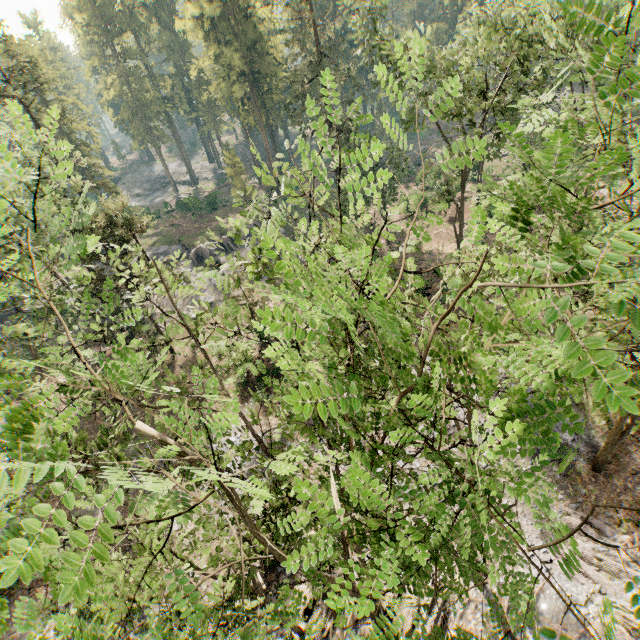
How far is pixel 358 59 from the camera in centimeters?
5881cm

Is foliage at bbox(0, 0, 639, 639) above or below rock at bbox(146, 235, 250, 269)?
above

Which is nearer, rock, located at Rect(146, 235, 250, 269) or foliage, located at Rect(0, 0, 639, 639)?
foliage, located at Rect(0, 0, 639, 639)

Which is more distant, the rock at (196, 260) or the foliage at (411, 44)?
the rock at (196, 260)

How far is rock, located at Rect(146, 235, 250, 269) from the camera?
39.25m

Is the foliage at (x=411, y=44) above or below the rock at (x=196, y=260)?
above
